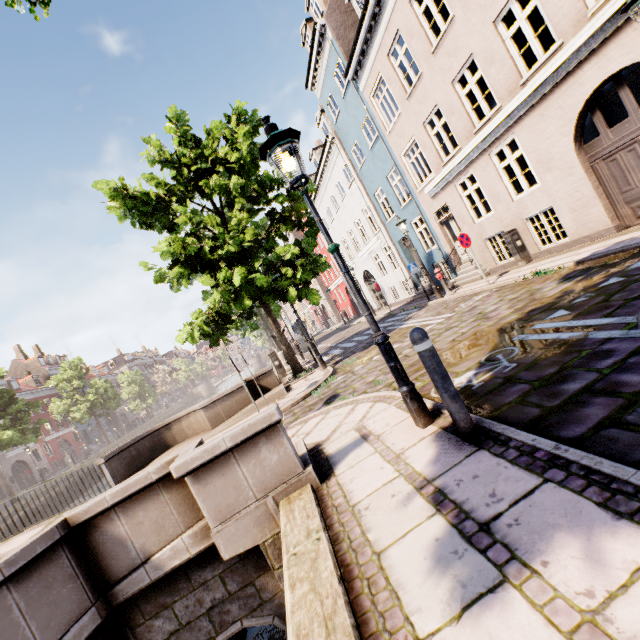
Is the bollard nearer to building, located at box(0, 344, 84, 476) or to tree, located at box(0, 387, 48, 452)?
tree, located at box(0, 387, 48, 452)

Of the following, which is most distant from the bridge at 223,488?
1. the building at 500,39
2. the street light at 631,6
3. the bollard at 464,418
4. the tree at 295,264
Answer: the building at 500,39

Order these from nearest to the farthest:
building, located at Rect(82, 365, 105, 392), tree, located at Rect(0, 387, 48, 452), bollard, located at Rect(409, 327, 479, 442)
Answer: bollard, located at Rect(409, 327, 479, 442) < tree, located at Rect(0, 387, 48, 452) < building, located at Rect(82, 365, 105, 392)

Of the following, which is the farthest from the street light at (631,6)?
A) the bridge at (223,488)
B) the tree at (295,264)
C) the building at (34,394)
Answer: the building at (34,394)

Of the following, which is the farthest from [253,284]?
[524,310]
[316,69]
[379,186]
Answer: [316,69]

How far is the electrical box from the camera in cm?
1085

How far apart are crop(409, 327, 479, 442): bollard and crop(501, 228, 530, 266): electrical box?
10.0m

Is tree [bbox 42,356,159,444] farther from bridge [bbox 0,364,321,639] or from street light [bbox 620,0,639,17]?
street light [bbox 620,0,639,17]
